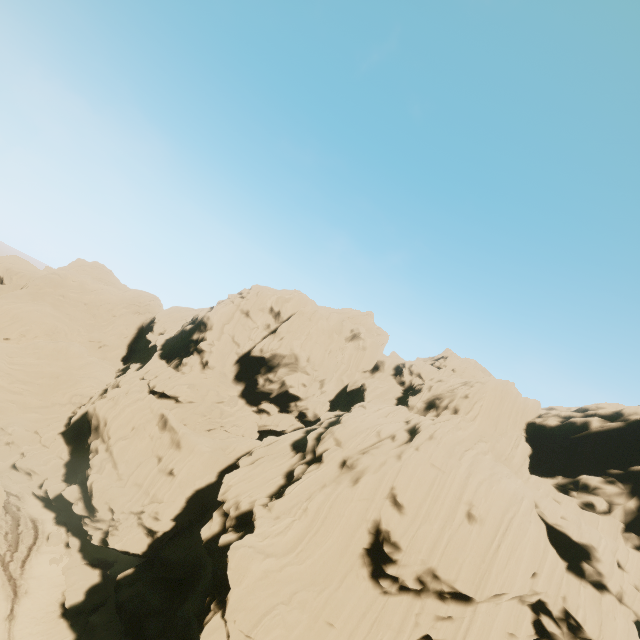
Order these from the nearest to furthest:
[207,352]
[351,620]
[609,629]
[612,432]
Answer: [351,620] → [609,629] → [612,432] → [207,352]
